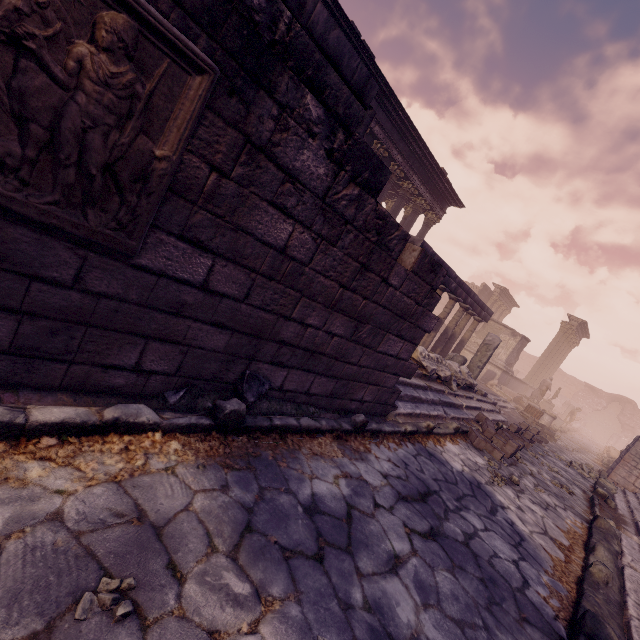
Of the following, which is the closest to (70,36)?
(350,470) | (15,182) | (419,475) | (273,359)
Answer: (15,182)

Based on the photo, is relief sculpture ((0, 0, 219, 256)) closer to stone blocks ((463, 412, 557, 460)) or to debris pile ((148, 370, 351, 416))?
debris pile ((148, 370, 351, 416))

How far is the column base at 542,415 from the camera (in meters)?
14.18

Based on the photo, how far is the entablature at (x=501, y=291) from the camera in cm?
3008

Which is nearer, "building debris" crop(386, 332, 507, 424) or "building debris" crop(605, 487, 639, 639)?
"building debris" crop(605, 487, 639, 639)

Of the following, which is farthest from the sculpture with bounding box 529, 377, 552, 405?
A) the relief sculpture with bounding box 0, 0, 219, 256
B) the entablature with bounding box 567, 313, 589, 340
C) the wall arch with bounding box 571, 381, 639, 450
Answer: the wall arch with bounding box 571, 381, 639, 450

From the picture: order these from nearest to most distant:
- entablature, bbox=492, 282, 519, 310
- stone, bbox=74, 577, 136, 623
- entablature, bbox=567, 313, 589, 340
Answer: stone, bbox=74, 577, 136, 623 < entablature, bbox=567, 313, 589, 340 < entablature, bbox=492, 282, 519, 310

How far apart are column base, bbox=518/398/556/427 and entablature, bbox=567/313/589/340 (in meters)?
12.53
